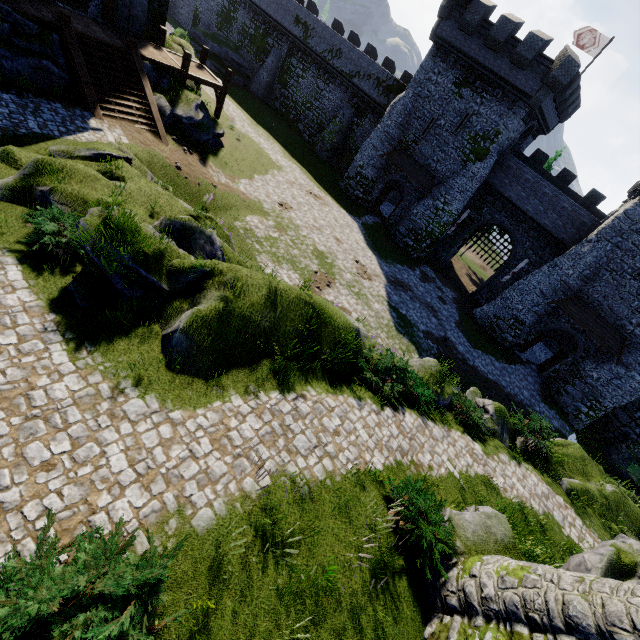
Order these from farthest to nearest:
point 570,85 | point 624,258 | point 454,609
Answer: point 570,85, point 624,258, point 454,609

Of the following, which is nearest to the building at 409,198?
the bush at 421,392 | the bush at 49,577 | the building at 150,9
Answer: the building at 150,9

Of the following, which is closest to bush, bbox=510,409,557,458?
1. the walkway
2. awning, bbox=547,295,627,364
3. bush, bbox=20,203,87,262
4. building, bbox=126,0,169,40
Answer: awning, bbox=547,295,627,364

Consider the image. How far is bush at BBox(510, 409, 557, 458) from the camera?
15.14m

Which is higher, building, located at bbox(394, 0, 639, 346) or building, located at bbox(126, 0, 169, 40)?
building, located at bbox(394, 0, 639, 346)

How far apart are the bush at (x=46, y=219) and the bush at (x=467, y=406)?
14.32m

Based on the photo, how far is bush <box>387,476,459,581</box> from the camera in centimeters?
738cm

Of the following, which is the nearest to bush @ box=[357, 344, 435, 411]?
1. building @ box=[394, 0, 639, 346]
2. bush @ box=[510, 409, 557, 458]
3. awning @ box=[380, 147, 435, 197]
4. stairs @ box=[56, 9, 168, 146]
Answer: bush @ box=[510, 409, 557, 458]
